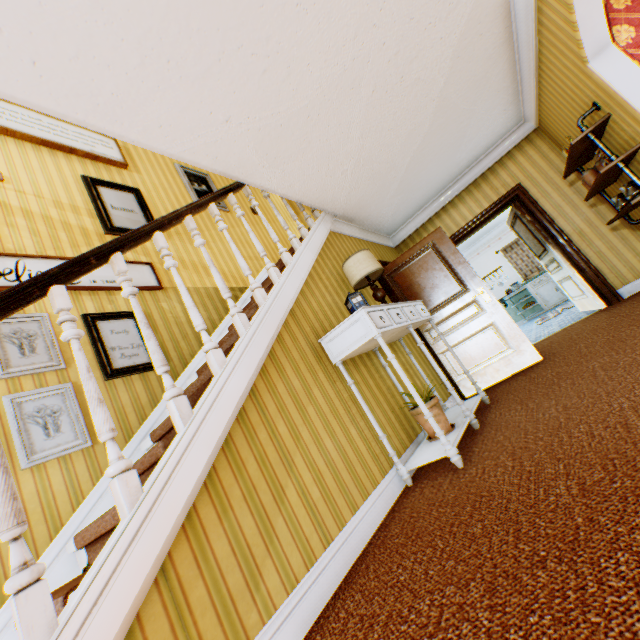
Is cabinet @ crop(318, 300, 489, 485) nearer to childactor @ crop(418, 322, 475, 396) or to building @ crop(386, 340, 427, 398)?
building @ crop(386, 340, 427, 398)

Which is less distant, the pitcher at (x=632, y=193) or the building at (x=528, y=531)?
the building at (x=528, y=531)

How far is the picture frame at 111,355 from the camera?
3.1 meters

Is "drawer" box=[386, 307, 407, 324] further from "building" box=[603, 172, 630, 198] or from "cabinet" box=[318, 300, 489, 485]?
"building" box=[603, 172, 630, 198]

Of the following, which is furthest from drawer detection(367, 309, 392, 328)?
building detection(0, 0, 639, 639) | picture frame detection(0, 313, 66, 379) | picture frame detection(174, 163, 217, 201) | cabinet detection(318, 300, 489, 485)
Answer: picture frame detection(174, 163, 217, 201)

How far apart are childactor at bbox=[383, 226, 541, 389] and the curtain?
7.52m

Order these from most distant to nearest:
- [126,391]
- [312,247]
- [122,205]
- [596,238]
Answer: [596,238] → [122,205] → [312,247] → [126,391]

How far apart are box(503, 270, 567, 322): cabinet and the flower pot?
8.98m
